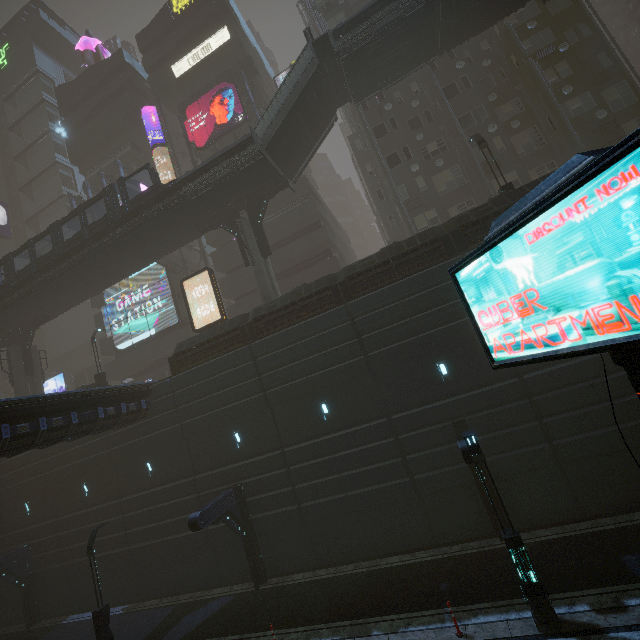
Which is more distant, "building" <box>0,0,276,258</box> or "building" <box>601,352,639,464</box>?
"building" <box>0,0,276,258</box>

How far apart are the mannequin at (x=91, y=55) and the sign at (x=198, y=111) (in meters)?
22.62

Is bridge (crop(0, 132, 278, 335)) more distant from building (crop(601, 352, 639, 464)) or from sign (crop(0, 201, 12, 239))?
sign (crop(0, 201, 12, 239))

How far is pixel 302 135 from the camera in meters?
22.1 m

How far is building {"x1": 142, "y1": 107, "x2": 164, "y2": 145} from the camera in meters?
37.3

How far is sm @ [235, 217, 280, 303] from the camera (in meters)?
21.53

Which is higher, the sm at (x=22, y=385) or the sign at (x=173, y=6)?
the sign at (x=173, y=6)

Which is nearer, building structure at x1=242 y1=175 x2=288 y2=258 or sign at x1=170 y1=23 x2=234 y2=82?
building structure at x1=242 y1=175 x2=288 y2=258
